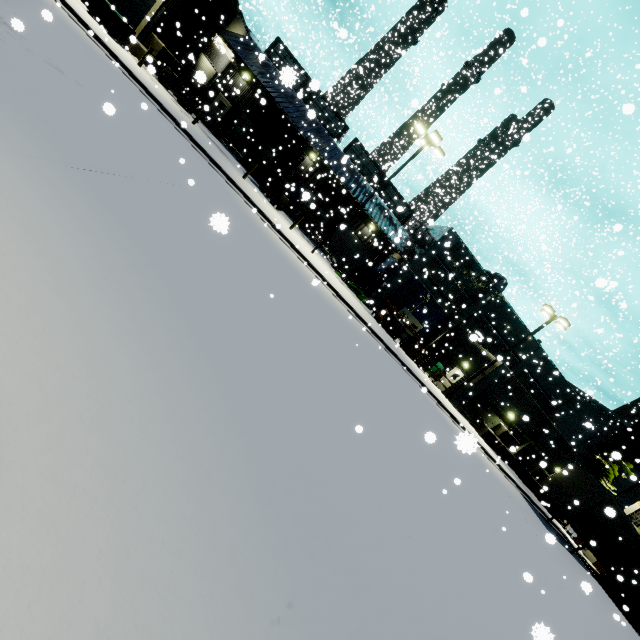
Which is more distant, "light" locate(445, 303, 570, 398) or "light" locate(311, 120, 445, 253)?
"light" locate(445, 303, 570, 398)

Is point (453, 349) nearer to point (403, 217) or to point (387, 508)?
point (403, 217)

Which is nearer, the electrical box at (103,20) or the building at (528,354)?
the electrical box at (103,20)

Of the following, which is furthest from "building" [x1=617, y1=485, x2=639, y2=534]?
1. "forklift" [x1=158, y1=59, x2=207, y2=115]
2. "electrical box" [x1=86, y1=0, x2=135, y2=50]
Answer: "electrical box" [x1=86, y1=0, x2=135, y2=50]

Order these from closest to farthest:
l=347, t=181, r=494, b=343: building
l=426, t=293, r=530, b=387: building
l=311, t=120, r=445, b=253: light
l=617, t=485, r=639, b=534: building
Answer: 1. l=311, t=120, r=445, b=253: light
2. l=426, t=293, r=530, b=387: building
3. l=617, t=485, r=639, b=534: building
4. l=347, t=181, r=494, b=343: building

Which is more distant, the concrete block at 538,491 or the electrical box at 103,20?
the concrete block at 538,491

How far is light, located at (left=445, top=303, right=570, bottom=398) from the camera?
22.3m

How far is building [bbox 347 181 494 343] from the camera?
29.2 meters
